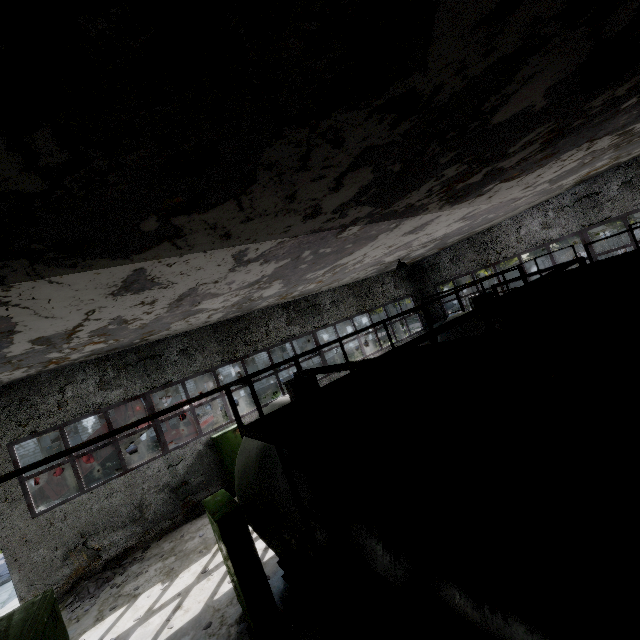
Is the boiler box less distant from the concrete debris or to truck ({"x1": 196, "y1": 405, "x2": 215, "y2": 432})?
the concrete debris

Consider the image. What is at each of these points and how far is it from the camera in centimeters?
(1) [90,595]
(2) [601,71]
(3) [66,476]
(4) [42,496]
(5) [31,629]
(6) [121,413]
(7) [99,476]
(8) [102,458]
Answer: (1) concrete debris, 948cm
(2) ceiling lamp, 348cm
(3) truck dump body, 1770cm
(4) truck dump back, 1805cm
(5) boiler box, 360cm
(6) truck dump body, 1758cm
(7) truck, 1798cm
(8) truck dump body, 1759cm

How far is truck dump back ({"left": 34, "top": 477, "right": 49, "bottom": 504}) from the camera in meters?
17.8 m

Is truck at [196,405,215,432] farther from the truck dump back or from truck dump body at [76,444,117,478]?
the truck dump back

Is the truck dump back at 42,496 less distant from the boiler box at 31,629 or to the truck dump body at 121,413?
the truck dump body at 121,413

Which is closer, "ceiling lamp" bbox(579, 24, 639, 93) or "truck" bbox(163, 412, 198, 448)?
"ceiling lamp" bbox(579, 24, 639, 93)

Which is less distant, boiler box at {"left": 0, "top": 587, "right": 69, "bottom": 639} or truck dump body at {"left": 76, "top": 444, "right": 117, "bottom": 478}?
boiler box at {"left": 0, "top": 587, "right": 69, "bottom": 639}

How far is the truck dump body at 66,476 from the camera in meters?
17.7
